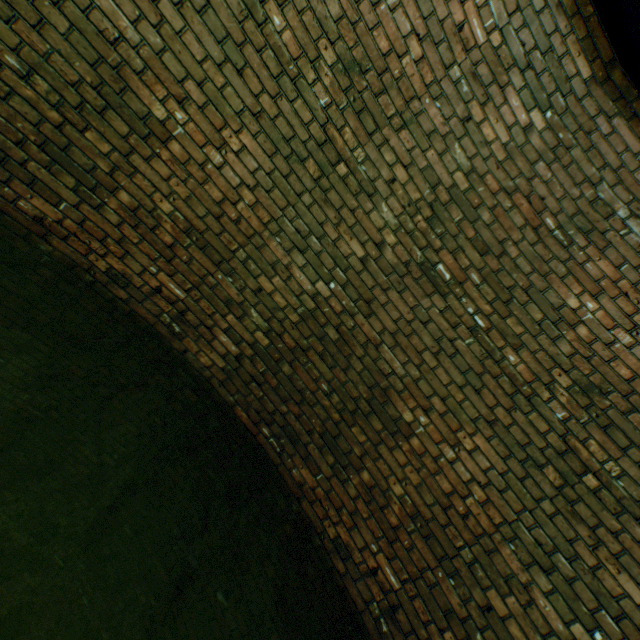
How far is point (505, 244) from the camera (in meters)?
2.71
